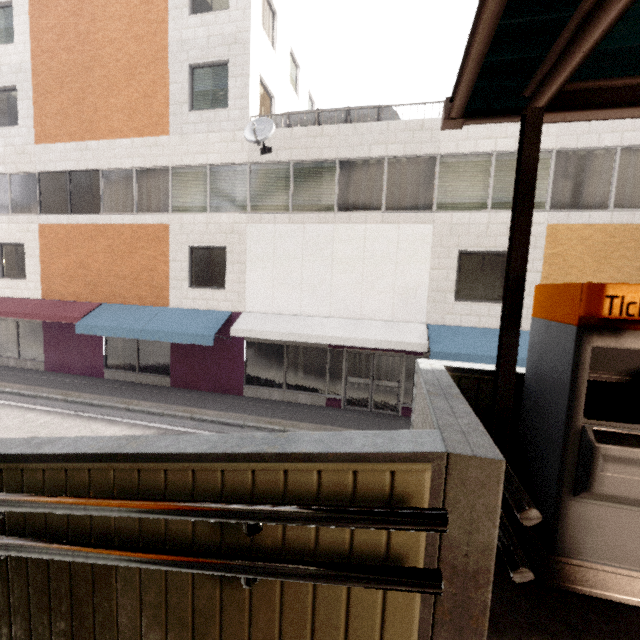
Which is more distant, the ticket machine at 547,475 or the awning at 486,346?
the awning at 486,346

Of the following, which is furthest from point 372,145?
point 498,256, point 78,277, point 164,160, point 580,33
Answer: point 78,277

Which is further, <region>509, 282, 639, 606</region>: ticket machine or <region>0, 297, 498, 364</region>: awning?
<region>0, 297, 498, 364</region>: awning

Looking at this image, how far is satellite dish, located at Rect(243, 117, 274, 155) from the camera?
9.7m

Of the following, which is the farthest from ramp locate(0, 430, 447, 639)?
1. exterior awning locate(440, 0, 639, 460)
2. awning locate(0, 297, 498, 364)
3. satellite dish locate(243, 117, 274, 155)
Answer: satellite dish locate(243, 117, 274, 155)

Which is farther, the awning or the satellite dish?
the satellite dish

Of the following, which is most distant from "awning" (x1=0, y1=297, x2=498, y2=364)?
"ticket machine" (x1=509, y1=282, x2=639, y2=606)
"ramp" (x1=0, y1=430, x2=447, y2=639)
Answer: "ramp" (x1=0, y1=430, x2=447, y2=639)

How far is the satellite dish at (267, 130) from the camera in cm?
973
